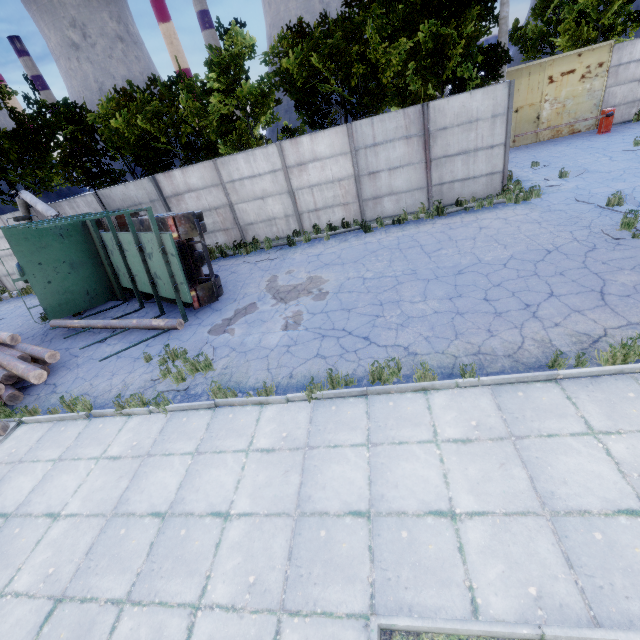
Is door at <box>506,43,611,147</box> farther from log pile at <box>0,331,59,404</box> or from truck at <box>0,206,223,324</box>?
log pile at <box>0,331,59,404</box>

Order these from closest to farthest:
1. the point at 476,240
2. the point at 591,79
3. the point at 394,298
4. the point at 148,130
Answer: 1. the point at 394,298
2. the point at 476,240
3. the point at 148,130
4. the point at 591,79

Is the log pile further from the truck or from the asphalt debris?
the asphalt debris

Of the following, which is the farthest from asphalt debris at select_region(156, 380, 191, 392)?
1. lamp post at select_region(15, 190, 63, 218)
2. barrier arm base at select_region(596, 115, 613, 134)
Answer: barrier arm base at select_region(596, 115, 613, 134)

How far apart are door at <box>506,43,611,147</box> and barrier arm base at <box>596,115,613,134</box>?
1.26m

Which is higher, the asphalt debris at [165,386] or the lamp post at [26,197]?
the lamp post at [26,197]

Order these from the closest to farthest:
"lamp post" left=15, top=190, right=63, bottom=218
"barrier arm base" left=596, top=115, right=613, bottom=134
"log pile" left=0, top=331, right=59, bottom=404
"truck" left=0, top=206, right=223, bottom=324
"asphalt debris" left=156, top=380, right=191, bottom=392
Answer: "asphalt debris" left=156, top=380, right=191, bottom=392 → "log pile" left=0, top=331, right=59, bottom=404 → "truck" left=0, top=206, right=223, bottom=324 → "lamp post" left=15, top=190, right=63, bottom=218 → "barrier arm base" left=596, top=115, right=613, bottom=134

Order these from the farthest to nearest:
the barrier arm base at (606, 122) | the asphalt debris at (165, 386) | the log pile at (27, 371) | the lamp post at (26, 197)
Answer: the barrier arm base at (606, 122) < the lamp post at (26, 197) < the log pile at (27, 371) < the asphalt debris at (165, 386)
